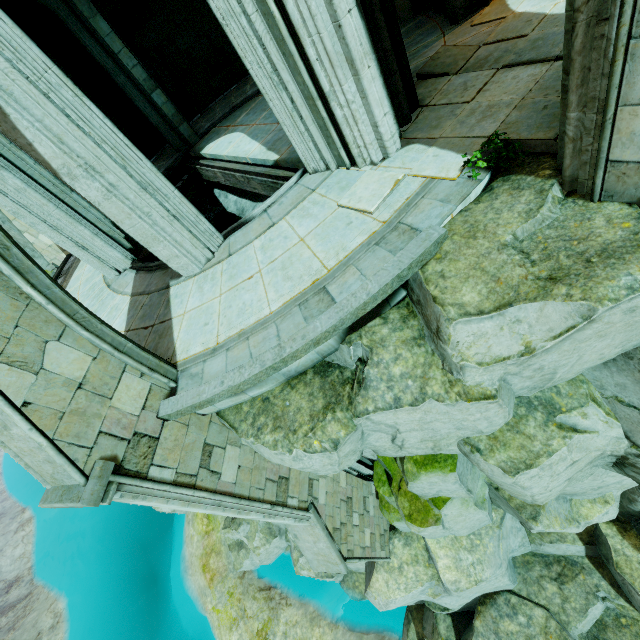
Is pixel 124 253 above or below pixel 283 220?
above

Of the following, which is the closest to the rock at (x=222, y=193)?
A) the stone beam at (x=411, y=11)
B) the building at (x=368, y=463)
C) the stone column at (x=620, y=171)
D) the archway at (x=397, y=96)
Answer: the stone beam at (x=411, y=11)

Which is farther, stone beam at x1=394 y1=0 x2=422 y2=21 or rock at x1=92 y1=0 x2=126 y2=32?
rock at x1=92 y1=0 x2=126 y2=32

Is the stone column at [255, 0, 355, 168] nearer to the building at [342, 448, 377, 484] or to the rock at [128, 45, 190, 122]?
the building at [342, 448, 377, 484]

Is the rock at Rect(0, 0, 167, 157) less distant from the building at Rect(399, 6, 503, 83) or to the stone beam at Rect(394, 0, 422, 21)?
the building at Rect(399, 6, 503, 83)

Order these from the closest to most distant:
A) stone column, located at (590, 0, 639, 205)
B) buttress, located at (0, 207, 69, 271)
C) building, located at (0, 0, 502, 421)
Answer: stone column, located at (590, 0, 639, 205), building, located at (0, 0, 502, 421), buttress, located at (0, 207, 69, 271)

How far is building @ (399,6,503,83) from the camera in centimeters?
600cm

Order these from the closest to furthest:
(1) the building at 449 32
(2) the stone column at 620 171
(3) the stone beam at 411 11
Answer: (2) the stone column at 620 171 < (1) the building at 449 32 < (3) the stone beam at 411 11
